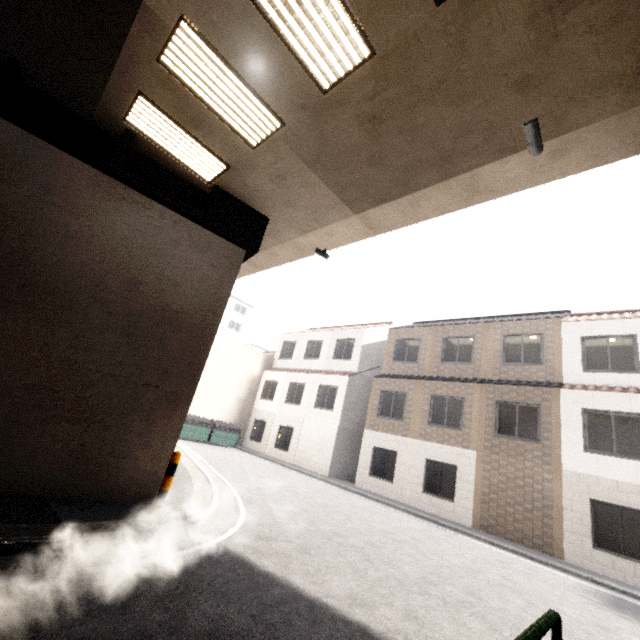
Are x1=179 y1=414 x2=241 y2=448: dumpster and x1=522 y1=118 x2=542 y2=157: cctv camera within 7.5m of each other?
no

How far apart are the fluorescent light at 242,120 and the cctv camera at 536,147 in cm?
384

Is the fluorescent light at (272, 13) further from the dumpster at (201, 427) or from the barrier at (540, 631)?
the dumpster at (201, 427)

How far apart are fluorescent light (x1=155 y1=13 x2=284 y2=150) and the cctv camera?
3.8 meters

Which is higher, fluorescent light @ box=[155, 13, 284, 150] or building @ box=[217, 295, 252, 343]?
building @ box=[217, 295, 252, 343]

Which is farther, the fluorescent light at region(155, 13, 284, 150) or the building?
the building

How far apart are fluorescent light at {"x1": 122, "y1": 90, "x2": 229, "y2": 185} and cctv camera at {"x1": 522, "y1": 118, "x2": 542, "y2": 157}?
5.53m

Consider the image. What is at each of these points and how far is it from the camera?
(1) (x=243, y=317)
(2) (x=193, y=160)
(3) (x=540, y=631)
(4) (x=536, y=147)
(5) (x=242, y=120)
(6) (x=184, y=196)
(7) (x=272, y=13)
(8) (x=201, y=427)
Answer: (1) building, 53.2 meters
(2) fluorescent light, 7.1 meters
(3) barrier, 2.3 meters
(4) cctv camera, 4.8 meters
(5) fluorescent light, 5.9 meters
(6) platform underside, 7.8 meters
(7) fluorescent light, 4.3 meters
(8) dumpster, 20.1 meters
